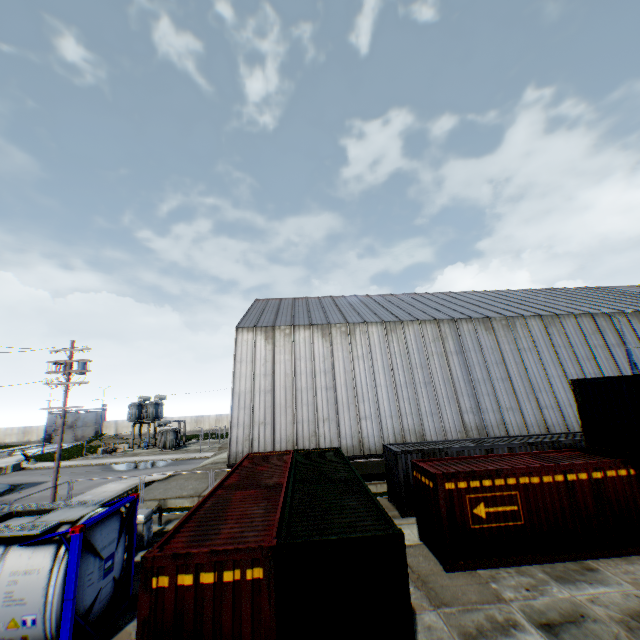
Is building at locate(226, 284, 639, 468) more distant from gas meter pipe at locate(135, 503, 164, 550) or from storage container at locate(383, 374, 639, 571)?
storage container at locate(383, 374, 639, 571)

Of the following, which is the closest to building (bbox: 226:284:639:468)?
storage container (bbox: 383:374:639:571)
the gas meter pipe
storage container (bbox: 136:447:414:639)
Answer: storage container (bbox: 136:447:414:639)

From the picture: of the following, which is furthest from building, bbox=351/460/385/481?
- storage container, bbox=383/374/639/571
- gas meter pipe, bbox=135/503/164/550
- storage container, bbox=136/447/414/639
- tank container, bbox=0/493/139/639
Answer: tank container, bbox=0/493/139/639

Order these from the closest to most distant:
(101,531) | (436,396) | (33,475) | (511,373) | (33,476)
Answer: (101,531)
(436,396)
(511,373)
(33,476)
(33,475)

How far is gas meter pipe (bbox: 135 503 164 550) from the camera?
13.5m

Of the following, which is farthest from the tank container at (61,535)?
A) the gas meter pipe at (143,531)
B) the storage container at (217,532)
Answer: the storage container at (217,532)

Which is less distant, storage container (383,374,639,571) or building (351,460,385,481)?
storage container (383,374,639,571)

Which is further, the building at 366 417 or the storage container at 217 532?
the building at 366 417
